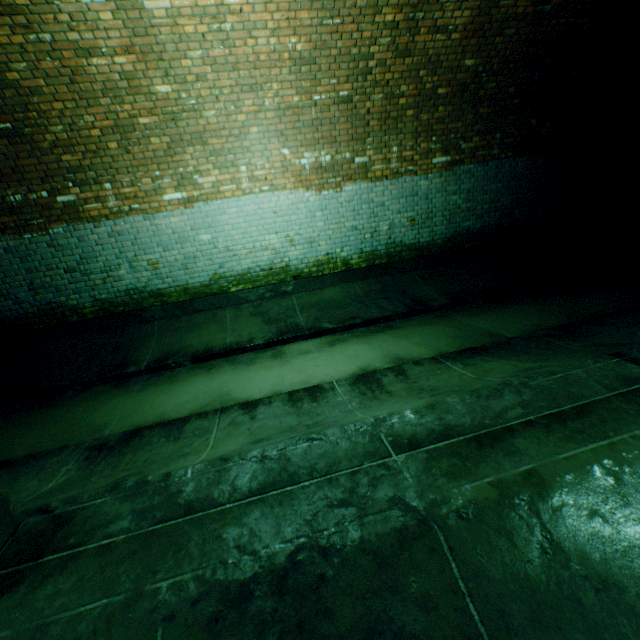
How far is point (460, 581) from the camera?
1.4 meters
